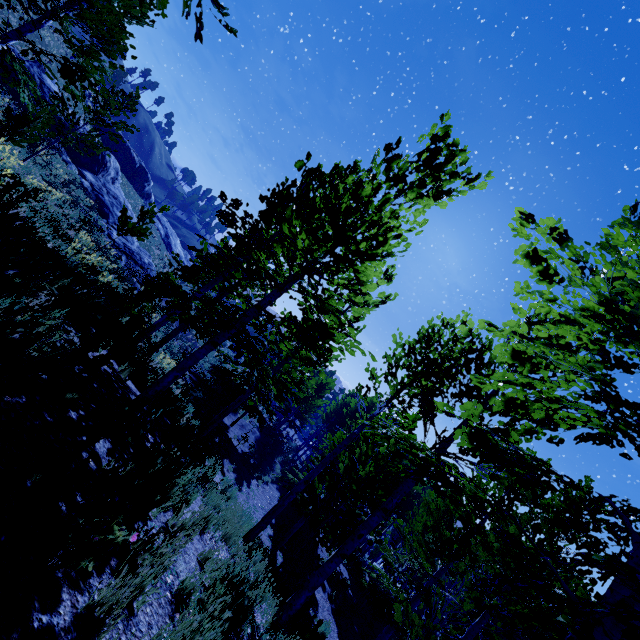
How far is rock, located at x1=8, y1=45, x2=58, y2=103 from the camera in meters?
21.6 m

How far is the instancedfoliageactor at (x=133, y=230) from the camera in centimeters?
1427cm

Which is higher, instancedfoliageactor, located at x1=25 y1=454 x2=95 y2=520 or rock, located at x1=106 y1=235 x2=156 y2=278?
instancedfoliageactor, located at x1=25 y1=454 x2=95 y2=520

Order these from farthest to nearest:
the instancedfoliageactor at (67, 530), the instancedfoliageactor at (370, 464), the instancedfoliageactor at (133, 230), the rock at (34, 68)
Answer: the rock at (34, 68) < the instancedfoliageactor at (133, 230) < the instancedfoliageactor at (370, 464) < the instancedfoliageactor at (67, 530)

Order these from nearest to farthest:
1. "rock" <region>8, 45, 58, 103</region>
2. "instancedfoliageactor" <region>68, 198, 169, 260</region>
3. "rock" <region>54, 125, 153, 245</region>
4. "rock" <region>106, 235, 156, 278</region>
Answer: "instancedfoliageactor" <region>68, 198, 169, 260</region>
"rock" <region>8, 45, 58, 103</region>
"rock" <region>106, 235, 156, 278</region>
"rock" <region>54, 125, 153, 245</region>

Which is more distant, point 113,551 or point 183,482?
point 183,482

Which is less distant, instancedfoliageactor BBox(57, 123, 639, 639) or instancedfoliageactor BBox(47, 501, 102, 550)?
instancedfoliageactor BBox(47, 501, 102, 550)
